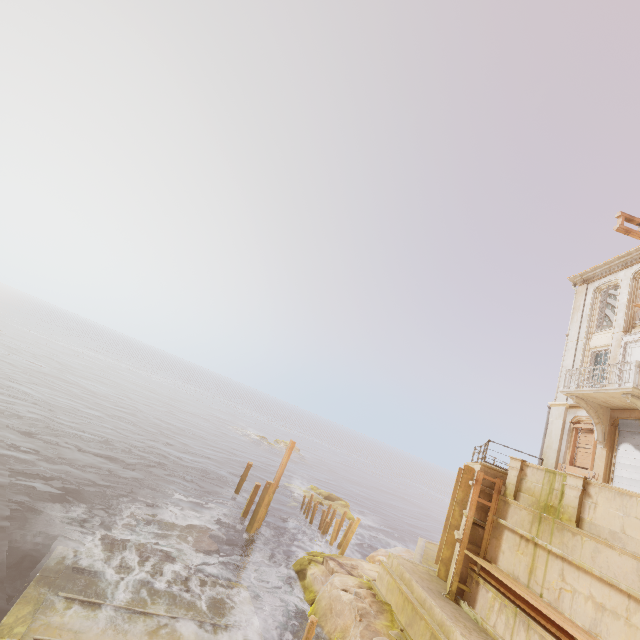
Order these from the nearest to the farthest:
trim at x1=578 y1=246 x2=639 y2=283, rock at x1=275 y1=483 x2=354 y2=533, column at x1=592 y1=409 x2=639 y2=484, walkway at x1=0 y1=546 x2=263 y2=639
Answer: walkway at x1=0 y1=546 x2=263 y2=639 → column at x1=592 y1=409 x2=639 y2=484 → trim at x1=578 y1=246 x2=639 y2=283 → rock at x1=275 y1=483 x2=354 y2=533

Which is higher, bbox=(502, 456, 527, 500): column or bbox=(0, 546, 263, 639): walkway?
bbox=(502, 456, 527, 500): column

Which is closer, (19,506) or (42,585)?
(42,585)

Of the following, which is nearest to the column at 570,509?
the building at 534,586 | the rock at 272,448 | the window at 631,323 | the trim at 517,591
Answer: the building at 534,586

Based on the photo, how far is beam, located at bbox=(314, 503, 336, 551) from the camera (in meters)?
21.05

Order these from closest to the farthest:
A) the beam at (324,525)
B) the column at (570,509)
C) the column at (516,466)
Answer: the column at (570,509), the column at (516,466), the beam at (324,525)

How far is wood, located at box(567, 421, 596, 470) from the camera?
15.15m

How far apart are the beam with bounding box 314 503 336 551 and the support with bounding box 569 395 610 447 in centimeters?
1575cm
